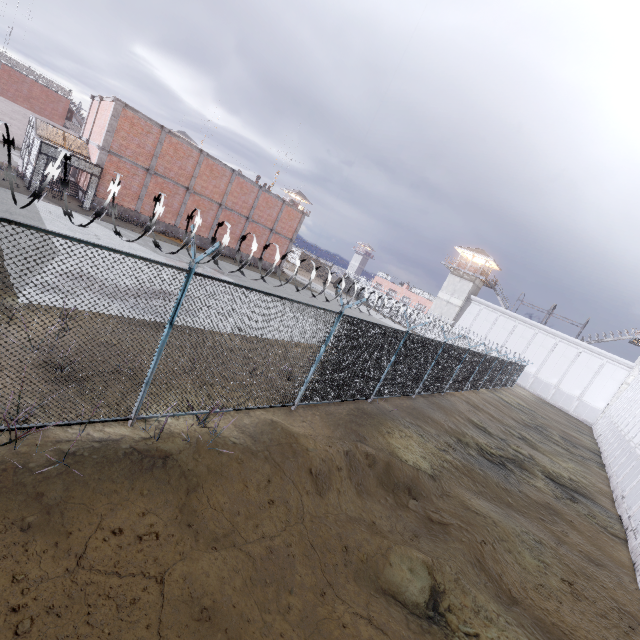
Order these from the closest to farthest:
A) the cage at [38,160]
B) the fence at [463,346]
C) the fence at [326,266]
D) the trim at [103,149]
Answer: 1. the fence at [463,346]
2. the fence at [326,266]
3. the cage at [38,160]
4. the trim at [103,149]

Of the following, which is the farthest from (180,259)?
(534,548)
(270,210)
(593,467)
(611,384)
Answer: (611,384)

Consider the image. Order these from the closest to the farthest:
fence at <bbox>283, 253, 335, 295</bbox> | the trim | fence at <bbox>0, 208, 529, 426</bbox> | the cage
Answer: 1. fence at <bbox>0, 208, 529, 426</bbox>
2. fence at <bbox>283, 253, 335, 295</bbox>
3. the cage
4. the trim

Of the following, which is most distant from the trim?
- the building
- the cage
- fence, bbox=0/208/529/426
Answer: the building

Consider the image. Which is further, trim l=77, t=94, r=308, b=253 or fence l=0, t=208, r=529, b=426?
trim l=77, t=94, r=308, b=253

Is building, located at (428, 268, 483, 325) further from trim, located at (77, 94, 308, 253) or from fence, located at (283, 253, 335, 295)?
trim, located at (77, 94, 308, 253)

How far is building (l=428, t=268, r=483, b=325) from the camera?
47.9 meters

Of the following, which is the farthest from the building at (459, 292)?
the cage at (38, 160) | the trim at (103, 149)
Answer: the cage at (38, 160)
